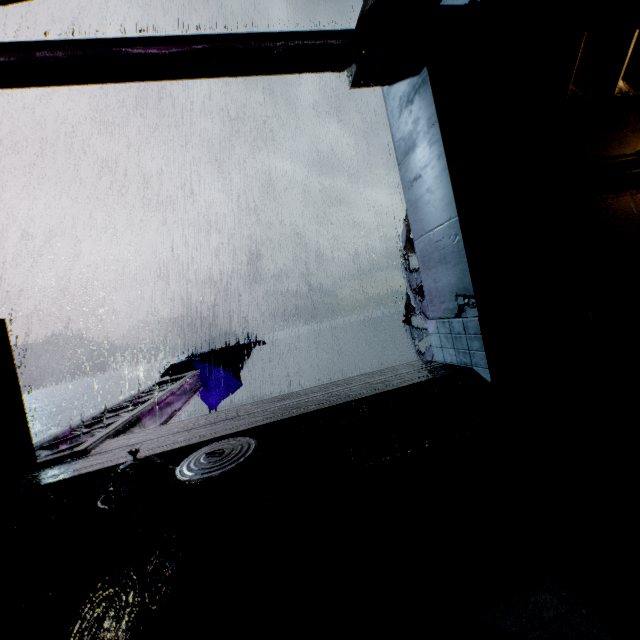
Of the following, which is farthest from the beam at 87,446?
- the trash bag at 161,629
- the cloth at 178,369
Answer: the trash bag at 161,629

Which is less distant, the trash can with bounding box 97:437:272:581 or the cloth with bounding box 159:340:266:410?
the trash can with bounding box 97:437:272:581

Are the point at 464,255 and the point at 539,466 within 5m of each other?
yes

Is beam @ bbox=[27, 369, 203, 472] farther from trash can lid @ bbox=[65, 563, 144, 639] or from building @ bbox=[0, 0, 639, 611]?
trash can lid @ bbox=[65, 563, 144, 639]

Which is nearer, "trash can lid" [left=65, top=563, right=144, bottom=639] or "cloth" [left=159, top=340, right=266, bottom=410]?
"trash can lid" [left=65, top=563, right=144, bottom=639]

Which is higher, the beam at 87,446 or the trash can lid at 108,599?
the beam at 87,446

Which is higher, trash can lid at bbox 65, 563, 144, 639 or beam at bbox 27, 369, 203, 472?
beam at bbox 27, 369, 203, 472

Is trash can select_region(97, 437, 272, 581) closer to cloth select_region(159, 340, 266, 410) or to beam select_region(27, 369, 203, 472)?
beam select_region(27, 369, 203, 472)
